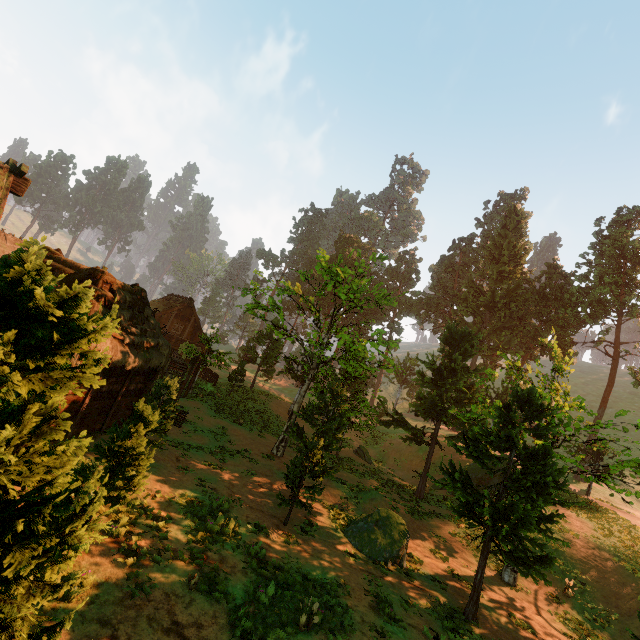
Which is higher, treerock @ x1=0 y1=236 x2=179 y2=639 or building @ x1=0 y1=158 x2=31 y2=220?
building @ x1=0 y1=158 x2=31 y2=220

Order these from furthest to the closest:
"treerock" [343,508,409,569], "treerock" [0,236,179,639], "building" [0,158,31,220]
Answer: "treerock" [343,508,409,569] → "building" [0,158,31,220] → "treerock" [0,236,179,639]

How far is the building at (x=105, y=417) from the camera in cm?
1248

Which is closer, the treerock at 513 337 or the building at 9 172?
the building at 9 172

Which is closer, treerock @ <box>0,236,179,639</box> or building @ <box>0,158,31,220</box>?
treerock @ <box>0,236,179,639</box>

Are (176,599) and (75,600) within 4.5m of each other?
yes

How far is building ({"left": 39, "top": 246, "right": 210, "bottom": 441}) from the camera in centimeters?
1248cm
